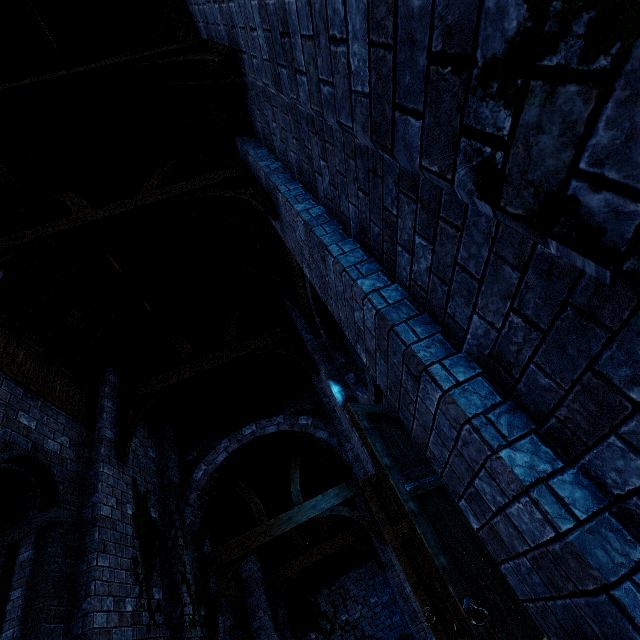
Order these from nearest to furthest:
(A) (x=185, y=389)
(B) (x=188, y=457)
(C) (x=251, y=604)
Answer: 1. (B) (x=188, y=457)
2. (A) (x=185, y=389)
3. (C) (x=251, y=604)

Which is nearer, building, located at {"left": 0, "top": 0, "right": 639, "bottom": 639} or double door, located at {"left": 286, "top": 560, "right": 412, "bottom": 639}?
building, located at {"left": 0, "top": 0, "right": 639, "bottom": 639}

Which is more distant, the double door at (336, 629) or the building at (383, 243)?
the double door at (336, 629)
